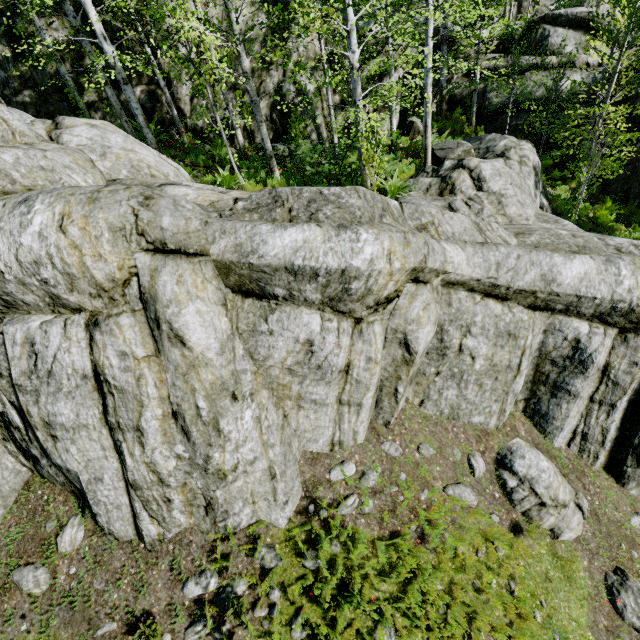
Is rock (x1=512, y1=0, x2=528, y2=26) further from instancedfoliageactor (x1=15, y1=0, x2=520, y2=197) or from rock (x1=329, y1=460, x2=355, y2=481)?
instancedfoliageactor (x1=15, y1=0, x2=520, y2=197)

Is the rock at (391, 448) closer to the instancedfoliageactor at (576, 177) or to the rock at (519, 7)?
the instancedfoliageactor at (576, 177)

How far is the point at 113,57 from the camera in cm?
796

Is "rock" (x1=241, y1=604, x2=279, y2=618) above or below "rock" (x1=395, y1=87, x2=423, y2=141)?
below

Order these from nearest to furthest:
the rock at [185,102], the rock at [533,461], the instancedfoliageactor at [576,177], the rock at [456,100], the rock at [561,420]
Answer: the rock at [561,420]
the rock at [533,461]
the instancedfoliageactor at [576,177]
the rock at [185,102]
the rock at [456,100]

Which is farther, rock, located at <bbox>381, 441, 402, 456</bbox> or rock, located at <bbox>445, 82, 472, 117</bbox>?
rock, located at <bbox>445, 82, 472, 117</bbox>

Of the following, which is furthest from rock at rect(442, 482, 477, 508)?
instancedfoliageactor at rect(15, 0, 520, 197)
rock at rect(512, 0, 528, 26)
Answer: rock at rect(512, 0, 528, 26)
